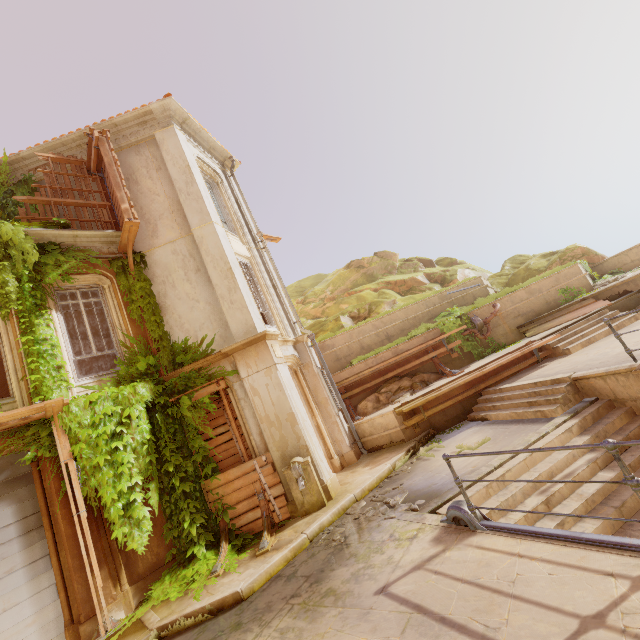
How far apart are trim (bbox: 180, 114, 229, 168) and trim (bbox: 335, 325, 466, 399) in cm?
978

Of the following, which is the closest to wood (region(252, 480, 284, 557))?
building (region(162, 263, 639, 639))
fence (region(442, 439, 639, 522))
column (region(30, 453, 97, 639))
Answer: building (region(162, 263, 639, 639))

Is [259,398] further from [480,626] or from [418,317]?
[418,317]

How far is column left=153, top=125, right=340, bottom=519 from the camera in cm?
811

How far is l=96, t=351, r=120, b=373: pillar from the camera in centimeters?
1318cm

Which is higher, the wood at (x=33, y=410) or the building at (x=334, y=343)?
the wood at (x=33, y=410)

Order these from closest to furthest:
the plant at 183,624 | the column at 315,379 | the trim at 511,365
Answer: the plant at 183,624
the trim at 511,365
the column at 315,379

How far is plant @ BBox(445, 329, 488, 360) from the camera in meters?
13.1
